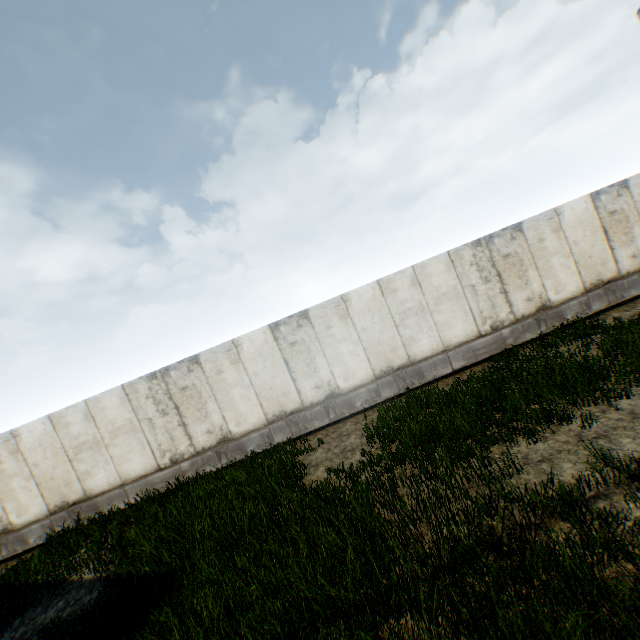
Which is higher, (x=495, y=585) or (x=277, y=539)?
(x=277, y=539)
